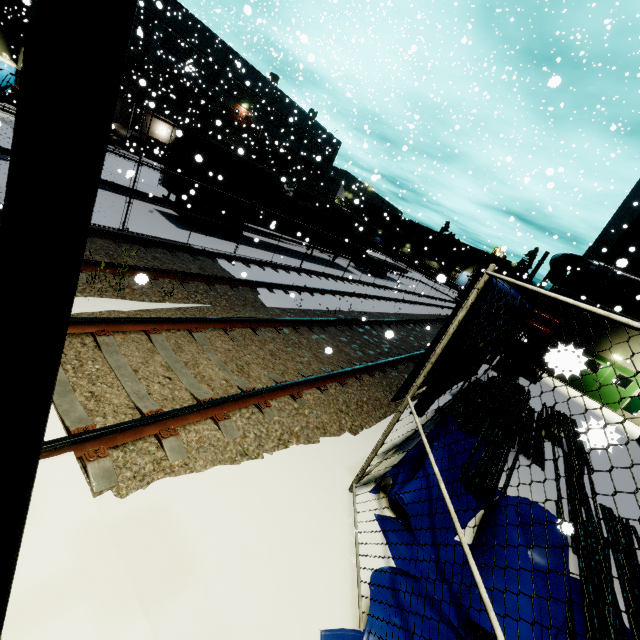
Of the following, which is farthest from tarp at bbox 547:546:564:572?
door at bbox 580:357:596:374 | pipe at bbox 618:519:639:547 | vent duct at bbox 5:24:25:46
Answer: vent duct at bbox 5:24:25:46

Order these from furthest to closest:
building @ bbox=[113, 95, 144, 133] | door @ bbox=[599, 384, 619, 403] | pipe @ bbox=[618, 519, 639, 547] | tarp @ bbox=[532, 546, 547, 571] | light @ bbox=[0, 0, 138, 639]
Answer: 1. building @ bbox=[113, 95, 144, 133]
2. door @ bbox=[599, 384, 619, 403]
3. pipe @ bbox=[618, 519, 639, 547]
4. tarp @ bbox=[532, 546, 547, 571]
5. light @ bbox=[0, 0, 138, 639]

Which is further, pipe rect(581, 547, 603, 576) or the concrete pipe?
the concrete pipe

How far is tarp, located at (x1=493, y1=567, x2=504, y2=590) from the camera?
3.2 meters

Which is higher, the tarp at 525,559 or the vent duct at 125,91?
the vent duct at 125,91

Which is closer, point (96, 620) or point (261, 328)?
point (96, 620)

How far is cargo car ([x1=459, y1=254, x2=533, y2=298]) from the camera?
21.47m

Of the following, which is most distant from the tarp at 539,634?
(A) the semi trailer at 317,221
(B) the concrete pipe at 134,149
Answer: (B) the concrete pipe at 134,149
